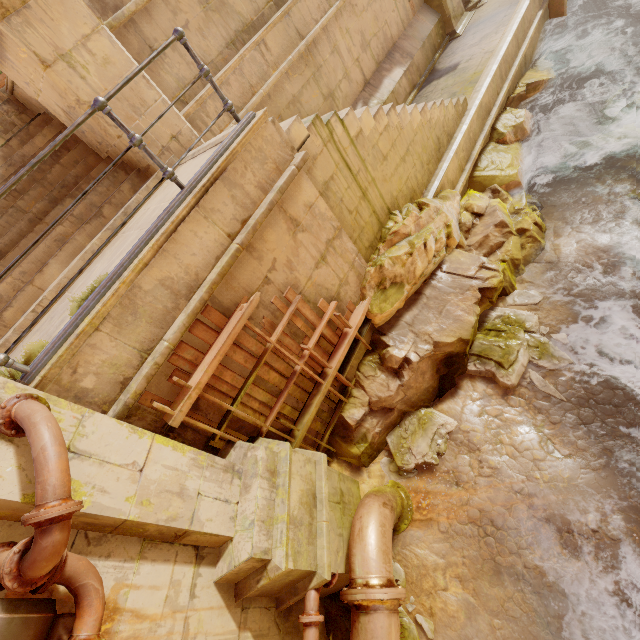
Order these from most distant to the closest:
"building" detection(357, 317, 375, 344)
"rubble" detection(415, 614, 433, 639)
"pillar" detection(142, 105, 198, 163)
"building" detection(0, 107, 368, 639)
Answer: "building" detection(357, 317, 375, 344)
"pillar" detection(142, 105, 198, 163)
"rubble" detection(415, 614, 433, 639)
"building" detection(0, 107, 368, 639)

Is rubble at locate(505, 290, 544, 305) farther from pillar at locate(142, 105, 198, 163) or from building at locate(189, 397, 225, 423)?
pillar at locate(142, 105, 198, 163)

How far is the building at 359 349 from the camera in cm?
536

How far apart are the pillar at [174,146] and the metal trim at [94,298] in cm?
207

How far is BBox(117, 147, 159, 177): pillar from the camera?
4.9 meters

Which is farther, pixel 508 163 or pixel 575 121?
pixel 575 121

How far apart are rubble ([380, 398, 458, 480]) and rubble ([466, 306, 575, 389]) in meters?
0.7

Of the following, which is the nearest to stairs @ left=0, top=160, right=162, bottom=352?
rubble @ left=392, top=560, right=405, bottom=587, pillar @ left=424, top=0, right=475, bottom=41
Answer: rubble @ left=392, top=560, right=405, bottom=587
